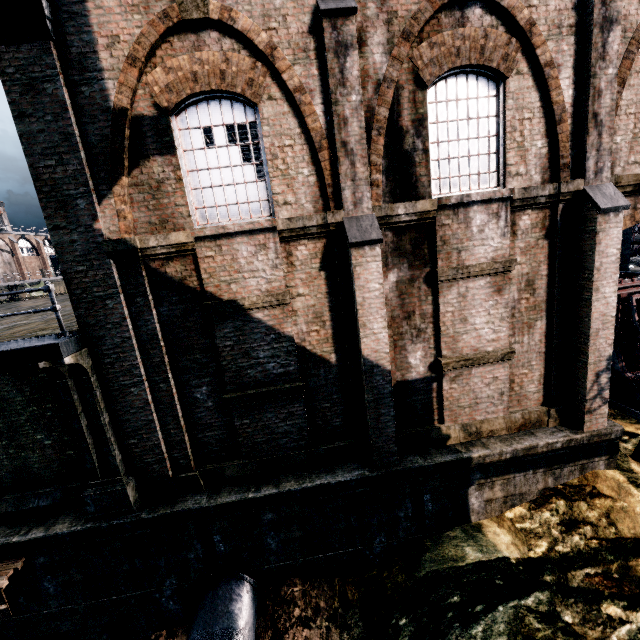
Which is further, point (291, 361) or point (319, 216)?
point (291, 361)

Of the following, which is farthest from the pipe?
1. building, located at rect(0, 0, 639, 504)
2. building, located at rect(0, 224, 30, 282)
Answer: building, located at rect(0, 224, 30, 282)

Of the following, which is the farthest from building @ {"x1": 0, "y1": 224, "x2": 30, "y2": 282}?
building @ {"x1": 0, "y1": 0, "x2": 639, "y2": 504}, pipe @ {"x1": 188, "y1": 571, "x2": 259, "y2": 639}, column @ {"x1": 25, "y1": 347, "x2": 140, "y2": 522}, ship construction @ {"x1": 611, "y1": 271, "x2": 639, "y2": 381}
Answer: ship construction @ {"x1": 611, "y1": 271, "x2": 639, "y2": 381}

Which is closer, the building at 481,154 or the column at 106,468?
the building at 481,154

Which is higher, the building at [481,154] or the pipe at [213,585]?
the building at [481,154]

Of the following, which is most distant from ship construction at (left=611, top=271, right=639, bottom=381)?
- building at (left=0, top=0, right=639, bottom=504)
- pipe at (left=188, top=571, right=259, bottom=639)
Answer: pipe at (left=188, top=571, right=259, bottom=639)

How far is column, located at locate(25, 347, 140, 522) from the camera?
7.73m

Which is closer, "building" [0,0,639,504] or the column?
"building" [0,0,639,504]
